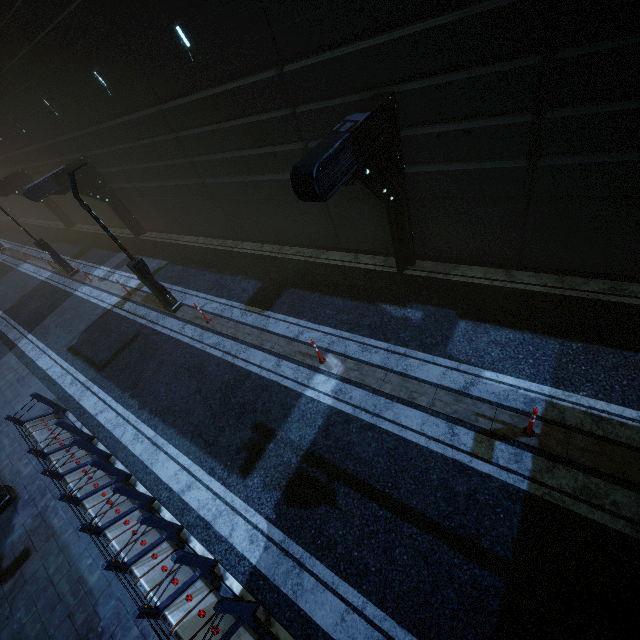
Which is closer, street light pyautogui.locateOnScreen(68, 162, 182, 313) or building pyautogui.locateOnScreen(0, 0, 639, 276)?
building pyautogui.locateOnScreen(0, 0, 639, 276)

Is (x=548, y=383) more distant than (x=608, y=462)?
Yes

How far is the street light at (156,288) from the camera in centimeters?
983cm

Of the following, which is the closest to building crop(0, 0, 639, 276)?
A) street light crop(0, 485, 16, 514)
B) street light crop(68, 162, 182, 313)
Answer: street light crop(0, 485, 16, 514)

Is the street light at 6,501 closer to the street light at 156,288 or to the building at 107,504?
the building at 107,504

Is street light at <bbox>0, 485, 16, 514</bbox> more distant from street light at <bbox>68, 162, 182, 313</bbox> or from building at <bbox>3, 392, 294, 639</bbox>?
street light at <bbox>68, 162, 182, 313</bbox>

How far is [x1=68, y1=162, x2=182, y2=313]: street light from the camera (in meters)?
9.83

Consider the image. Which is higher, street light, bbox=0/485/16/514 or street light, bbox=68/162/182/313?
street light, bbox=68/162/182/313
